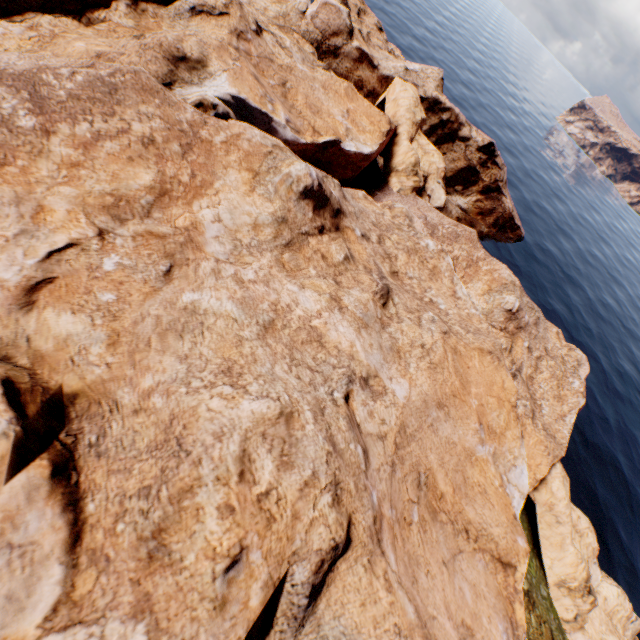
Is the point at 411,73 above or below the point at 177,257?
below
